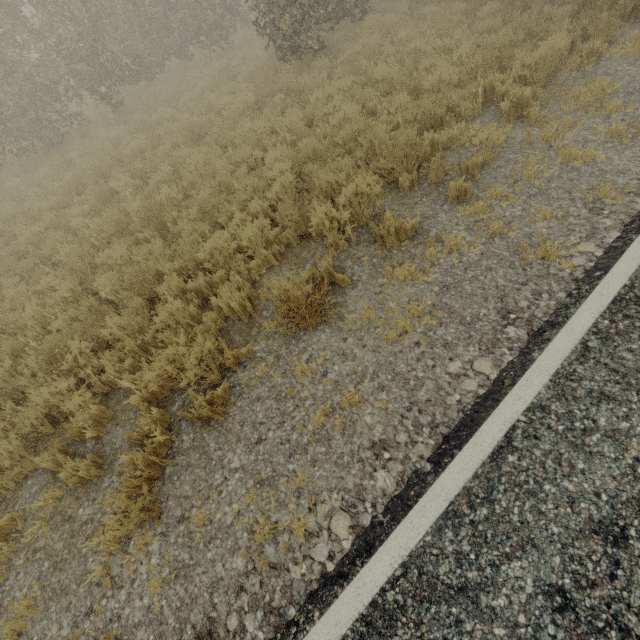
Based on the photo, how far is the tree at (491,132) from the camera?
4.9m

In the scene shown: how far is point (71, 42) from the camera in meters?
11.8

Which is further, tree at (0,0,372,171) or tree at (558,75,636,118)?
tree at (0,0,372,171)

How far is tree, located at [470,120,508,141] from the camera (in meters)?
4.86

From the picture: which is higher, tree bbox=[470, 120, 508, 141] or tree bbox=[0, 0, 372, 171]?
tree bbox=[0, 0, 372, 171]

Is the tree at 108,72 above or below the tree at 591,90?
above
